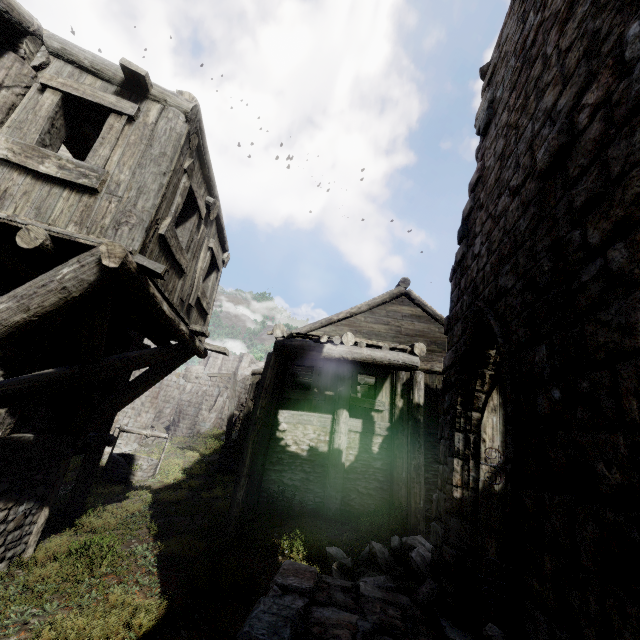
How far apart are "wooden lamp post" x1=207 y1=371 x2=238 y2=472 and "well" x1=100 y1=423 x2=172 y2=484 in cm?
199

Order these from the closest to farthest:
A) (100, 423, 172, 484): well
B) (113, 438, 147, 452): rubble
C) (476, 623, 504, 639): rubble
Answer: (476, 623, 504, 639): rubble, (100, 423, 172, 484): well, (113, 438, 147, 452): rubble

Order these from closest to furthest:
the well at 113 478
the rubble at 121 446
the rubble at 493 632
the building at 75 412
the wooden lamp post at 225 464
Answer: the building at 75 412 < the rubble at 493 632 < the well at 113 478 < the wooden lamp post at 225 464 < the rubble at 121 446

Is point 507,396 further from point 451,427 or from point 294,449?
point 294,449

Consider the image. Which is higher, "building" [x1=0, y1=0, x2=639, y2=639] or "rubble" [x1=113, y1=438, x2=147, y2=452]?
"building" [x1=0, y1=0, x2=639, y2=639]

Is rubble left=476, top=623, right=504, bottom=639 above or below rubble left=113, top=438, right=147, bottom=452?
above

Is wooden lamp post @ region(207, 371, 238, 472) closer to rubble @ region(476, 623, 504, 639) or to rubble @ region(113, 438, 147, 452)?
rubble @ region(113, 438, 147, 452)

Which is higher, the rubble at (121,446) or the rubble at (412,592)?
the rubble at (412,592)
